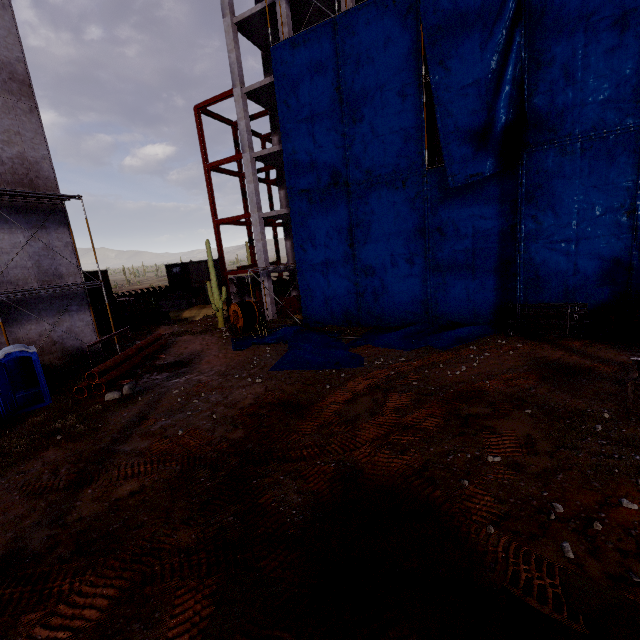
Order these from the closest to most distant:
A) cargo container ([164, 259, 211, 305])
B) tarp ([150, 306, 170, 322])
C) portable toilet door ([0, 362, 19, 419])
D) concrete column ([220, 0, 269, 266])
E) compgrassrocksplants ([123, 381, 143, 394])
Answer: portable toilet door ([0, 362, 19, 419]) < compgrassrocksplants ([123, 381, 143, 394]) < concrete column ([220, 0, 269, 266]) < tarp ([150, 306, 170, 322]) < cargo container ([164, 259, 211, 305])

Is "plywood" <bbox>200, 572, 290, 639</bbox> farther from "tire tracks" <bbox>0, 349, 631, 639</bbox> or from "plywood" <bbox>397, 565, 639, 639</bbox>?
"plywood" <bbox>397, 565, 639, 639</bbox>

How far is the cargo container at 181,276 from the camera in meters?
33.2

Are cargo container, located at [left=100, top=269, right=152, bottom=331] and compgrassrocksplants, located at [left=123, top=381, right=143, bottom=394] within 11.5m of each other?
no

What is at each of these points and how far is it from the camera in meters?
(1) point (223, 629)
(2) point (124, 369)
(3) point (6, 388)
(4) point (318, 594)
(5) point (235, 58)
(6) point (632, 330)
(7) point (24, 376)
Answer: (1) plywood, 4.2
(2) stock, 14.1
(3) portable toilet door, 11.3
(4) plywood, 4.5
(5) concrete column, 20.7
(6) pipe, 12.7
(7) portable toilet, 12.6

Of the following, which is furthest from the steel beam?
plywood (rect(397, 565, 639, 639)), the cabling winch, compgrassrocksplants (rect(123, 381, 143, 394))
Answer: plywood (rect(397, 565, 639, 639))

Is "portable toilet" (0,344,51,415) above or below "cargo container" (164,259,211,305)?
below

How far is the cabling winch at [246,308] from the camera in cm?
1967
